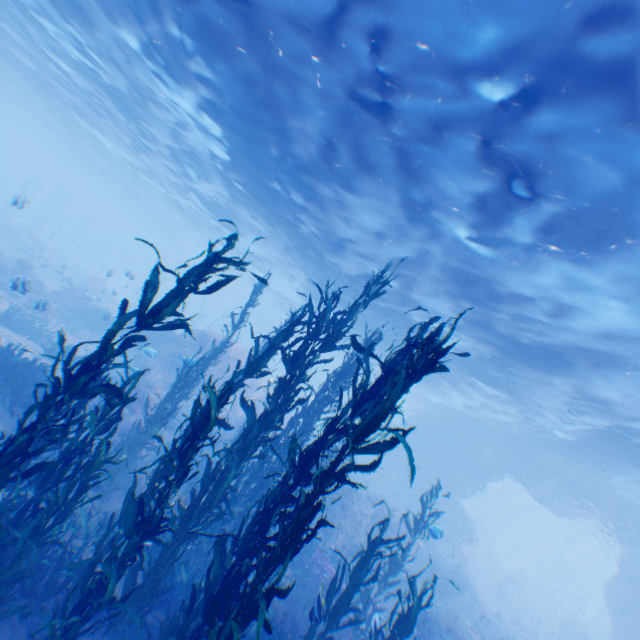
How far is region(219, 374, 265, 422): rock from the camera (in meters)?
19.91

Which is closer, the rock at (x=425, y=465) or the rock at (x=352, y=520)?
the rock at (x=352, y=520)

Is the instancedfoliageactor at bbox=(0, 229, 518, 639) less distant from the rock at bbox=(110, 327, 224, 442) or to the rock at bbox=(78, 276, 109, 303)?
the rock at bbox=(110, 327, 224, 442)

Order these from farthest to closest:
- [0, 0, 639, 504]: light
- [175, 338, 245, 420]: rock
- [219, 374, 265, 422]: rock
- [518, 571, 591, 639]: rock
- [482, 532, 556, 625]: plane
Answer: [482, 532, 556, 625]: plane, [518, 571, 591, 639]: rock, [219, 374, 265, 422]: rock, [175, 338, 245, 420]: rock, [0, 0, 639, 504]: light

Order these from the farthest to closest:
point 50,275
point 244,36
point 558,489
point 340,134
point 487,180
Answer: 1. point 50,275
2. point 558,489
3. point 340,134
4. point 244,36
5. point 487,180

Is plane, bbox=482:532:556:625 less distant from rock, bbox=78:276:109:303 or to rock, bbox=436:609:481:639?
rock, bbox=436:609:481:639

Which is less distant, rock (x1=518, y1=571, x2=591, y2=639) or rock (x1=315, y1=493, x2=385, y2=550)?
rock (x1=315, y1=493, x2=385, y2=550)

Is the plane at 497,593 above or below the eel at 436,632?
below
